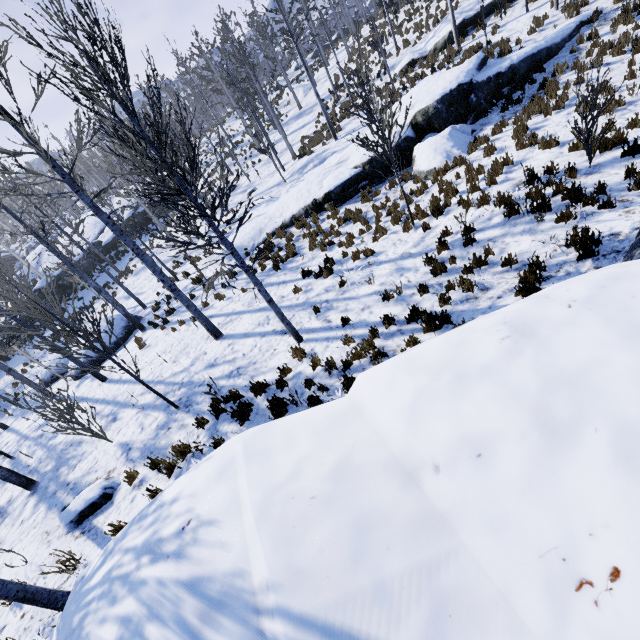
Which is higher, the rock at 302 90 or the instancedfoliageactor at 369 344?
the rock at 302 90

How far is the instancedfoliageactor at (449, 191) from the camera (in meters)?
7.70

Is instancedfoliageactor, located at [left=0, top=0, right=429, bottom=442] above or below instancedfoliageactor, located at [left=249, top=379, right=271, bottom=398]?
above

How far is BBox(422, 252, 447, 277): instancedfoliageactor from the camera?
7.2m

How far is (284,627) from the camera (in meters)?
1.36

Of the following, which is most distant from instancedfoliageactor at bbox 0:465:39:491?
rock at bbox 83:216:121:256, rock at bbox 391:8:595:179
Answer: rock at bbox 391:8:595:179

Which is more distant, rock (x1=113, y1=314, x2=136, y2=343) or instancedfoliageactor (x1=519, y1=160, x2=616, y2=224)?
rock (x1=113, y1=314, x2=136, y2=343)
